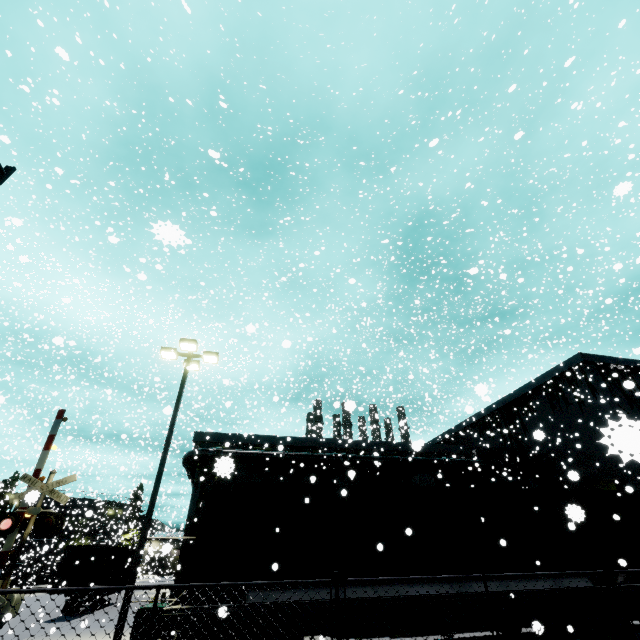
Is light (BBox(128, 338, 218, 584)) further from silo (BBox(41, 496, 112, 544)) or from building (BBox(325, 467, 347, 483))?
silo (BBox(41, 496, 112, 544))

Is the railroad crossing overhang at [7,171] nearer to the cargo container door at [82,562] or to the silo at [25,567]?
the cargo container door at [82,562]

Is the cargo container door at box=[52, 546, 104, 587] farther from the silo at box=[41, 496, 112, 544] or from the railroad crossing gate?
the silo at box=[41, 496, 112, 544]

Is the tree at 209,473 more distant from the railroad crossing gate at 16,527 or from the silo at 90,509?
the railroad crossing gate at 16,527

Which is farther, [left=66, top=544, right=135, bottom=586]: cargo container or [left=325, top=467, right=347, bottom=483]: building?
[left=325, top=467, right=347, bottom=483]: building

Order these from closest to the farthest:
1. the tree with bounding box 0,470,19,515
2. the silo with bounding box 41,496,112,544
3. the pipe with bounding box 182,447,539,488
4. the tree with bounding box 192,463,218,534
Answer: the tree with bounding box 192,463,218,534, the pipe with bounding box 182,447,539,488, the silo with bounding box 41,496,112,544, the tree with bounding box 0,470,19,515

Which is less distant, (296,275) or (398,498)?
(398,498)
